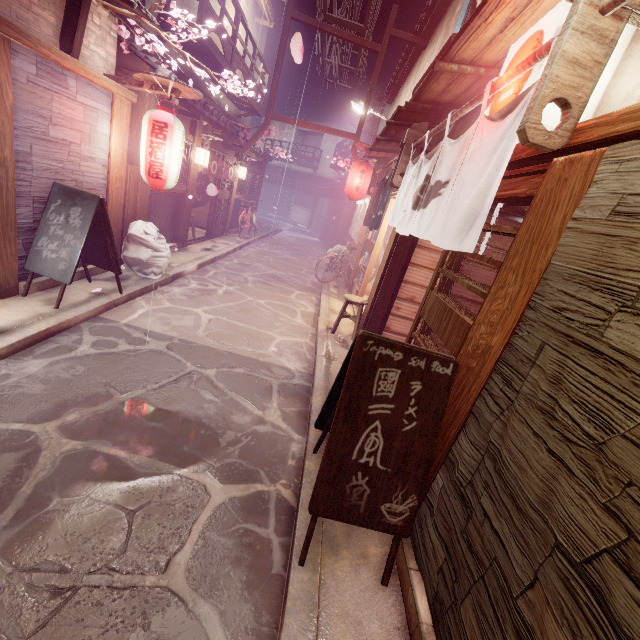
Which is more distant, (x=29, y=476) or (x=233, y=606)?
(x=29, y=476)

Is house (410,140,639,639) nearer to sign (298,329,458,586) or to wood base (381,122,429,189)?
sign (298,329,458,586)

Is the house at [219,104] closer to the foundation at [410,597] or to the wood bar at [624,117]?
the wood bar at [624,117]

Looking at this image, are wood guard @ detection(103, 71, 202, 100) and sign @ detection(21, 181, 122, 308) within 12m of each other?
yes

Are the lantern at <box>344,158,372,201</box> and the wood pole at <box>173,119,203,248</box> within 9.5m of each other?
yes

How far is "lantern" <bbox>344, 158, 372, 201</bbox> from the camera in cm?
1739

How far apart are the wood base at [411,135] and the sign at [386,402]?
7.71m

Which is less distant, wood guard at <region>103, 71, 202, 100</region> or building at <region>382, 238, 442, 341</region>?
wood guard at <region>103, 71, 202, 100</region>
